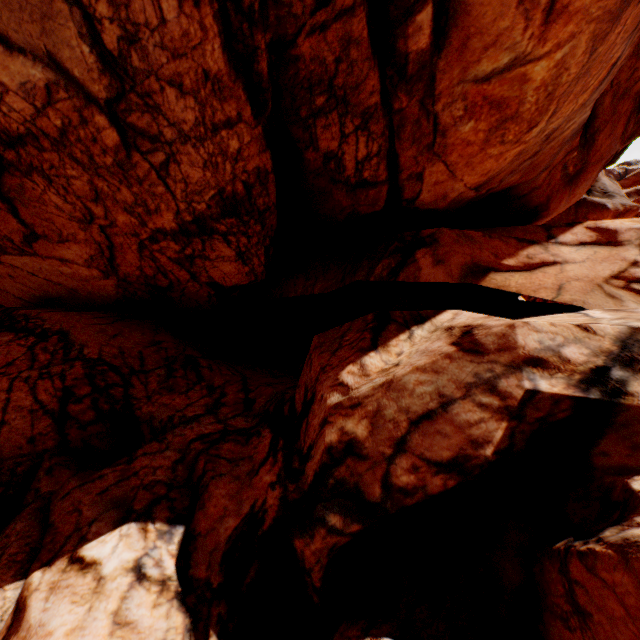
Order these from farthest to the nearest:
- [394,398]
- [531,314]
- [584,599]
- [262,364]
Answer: [262,364] → [531,314] → [394,398] → [584,599]
